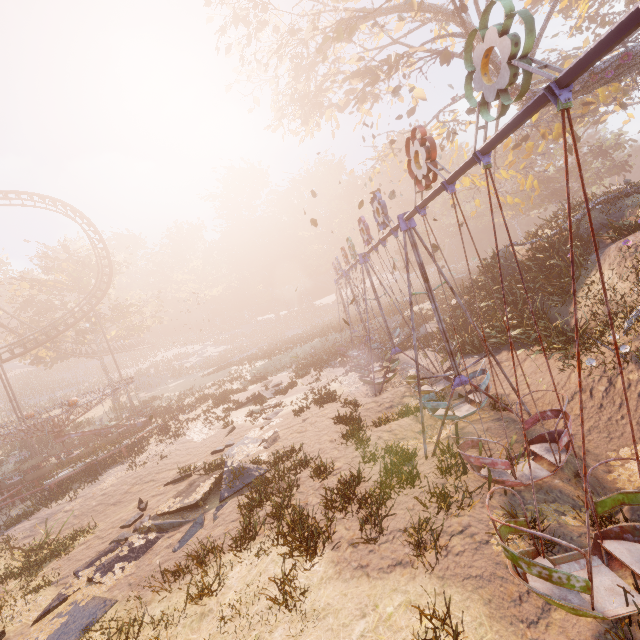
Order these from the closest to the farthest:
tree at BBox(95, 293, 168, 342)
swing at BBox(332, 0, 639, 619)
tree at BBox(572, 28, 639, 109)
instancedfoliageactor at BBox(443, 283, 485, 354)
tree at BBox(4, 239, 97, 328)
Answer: swing at BBox(332, 0, 639, 619)
tree at BBox(572, 28, 639, 109)
instancedfoliageactor at BBox(443, 283, 485, 354)
tree at BBox(4, 239, 97, 328)
tree at BBox(95, 293, 168, 342)

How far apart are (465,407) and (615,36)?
9.65m

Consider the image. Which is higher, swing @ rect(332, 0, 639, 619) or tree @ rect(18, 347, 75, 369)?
tree @ rect(18, 347, 75, 369)

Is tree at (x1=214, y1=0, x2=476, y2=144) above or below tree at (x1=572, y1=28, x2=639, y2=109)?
above

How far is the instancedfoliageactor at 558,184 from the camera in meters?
11.6

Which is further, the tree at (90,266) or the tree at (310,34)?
the tree at (90,266)

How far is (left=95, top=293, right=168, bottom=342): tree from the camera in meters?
38.4 m

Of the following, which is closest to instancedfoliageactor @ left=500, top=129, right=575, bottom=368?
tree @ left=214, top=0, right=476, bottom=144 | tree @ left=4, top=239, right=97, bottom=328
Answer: tree @ left=214, top=0, right=476, bottom=144
